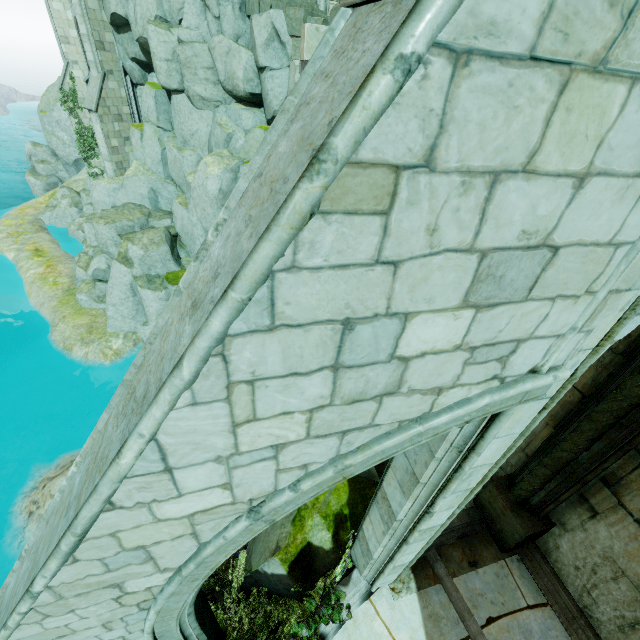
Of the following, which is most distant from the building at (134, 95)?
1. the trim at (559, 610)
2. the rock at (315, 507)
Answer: the trim at (559, 610)

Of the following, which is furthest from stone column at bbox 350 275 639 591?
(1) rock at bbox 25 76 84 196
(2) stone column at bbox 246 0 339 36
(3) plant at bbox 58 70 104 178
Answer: (3) plant at bbox 58 70 104 178

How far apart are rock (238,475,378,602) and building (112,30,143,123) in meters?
21.6

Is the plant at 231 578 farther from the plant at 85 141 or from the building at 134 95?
the plant at 85 141

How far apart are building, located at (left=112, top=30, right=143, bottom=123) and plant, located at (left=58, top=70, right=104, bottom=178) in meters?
5.7

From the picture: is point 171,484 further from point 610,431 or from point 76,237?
point 76,237

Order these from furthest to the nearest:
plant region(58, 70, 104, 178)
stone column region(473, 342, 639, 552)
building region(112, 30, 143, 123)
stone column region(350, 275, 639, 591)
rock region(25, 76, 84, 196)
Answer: rock region(25, 76, 84, 196)
plant region(58, 70, 104, 178)
building region(112, 30, 143, 123)
stone column region(473, 342, 639, 552)
stone column region(350, 275, 639, 591)

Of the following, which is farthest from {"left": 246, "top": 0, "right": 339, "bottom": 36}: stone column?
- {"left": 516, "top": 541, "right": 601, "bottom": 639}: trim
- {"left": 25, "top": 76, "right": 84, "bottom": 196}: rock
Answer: {"left": 516, "top": 541, "right": 601, "bottom": 639}: trim
